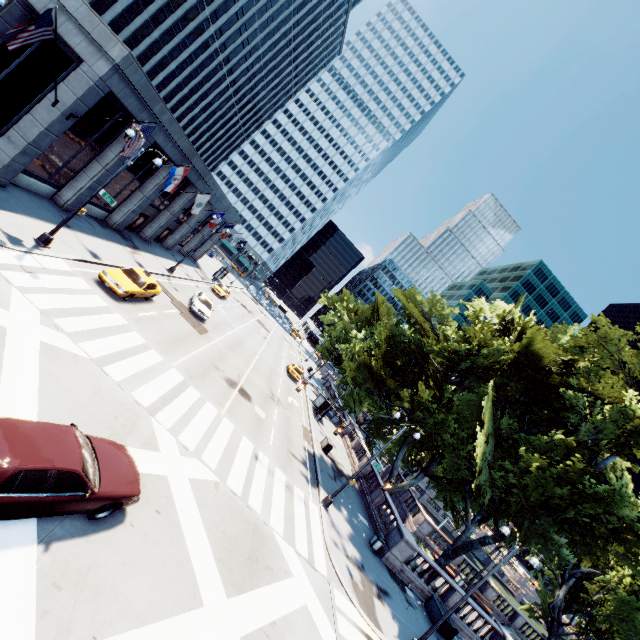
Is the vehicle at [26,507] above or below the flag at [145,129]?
below

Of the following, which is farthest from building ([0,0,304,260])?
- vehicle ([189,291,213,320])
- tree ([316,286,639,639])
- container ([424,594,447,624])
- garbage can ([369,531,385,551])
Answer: container ([424,594,447,624])

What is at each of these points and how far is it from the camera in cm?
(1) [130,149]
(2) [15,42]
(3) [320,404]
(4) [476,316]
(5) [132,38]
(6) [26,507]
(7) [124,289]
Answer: (1) flag, 1711
(2) flag, 1322
(3) bus stop, 3906
(4) tree, 2953
(5) building, 4175
(6) vehicle, 630
(7) vehicle, 1822

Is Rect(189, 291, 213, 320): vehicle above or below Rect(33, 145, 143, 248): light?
above

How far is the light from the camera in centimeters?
1594cm

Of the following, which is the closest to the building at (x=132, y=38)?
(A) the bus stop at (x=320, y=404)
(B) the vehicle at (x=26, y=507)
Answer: (B) the vehicle at (x=26, y=507)

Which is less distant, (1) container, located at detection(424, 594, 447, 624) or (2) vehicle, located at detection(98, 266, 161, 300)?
(2) vehicle, located at detection(98, 266, 161, 300)

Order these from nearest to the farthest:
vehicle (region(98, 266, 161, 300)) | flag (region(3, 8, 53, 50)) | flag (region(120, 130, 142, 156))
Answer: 1. flag (region(3, 8, 53, 50))
2. flag (region(120, 130, 142, 156))
3. vehicle (region(98, 266, 161, 300))
